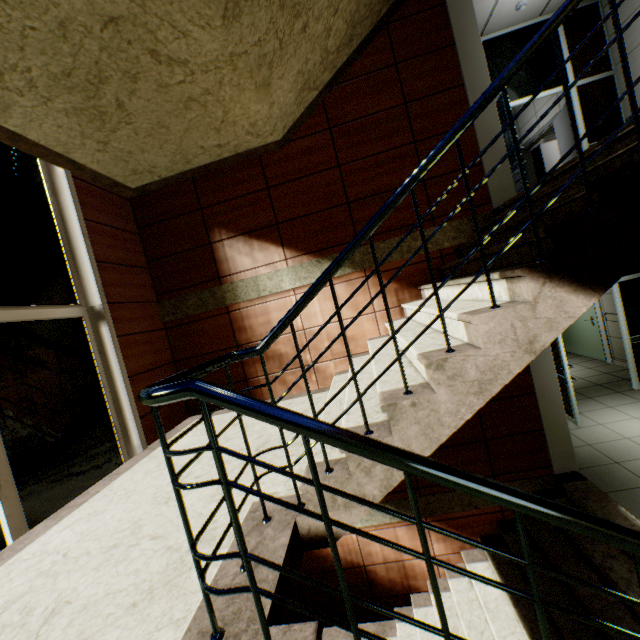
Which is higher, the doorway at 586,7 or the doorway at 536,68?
the doorway at 586,7

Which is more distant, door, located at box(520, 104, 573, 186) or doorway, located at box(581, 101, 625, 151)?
door, located at box(520, 104, 573, 186)

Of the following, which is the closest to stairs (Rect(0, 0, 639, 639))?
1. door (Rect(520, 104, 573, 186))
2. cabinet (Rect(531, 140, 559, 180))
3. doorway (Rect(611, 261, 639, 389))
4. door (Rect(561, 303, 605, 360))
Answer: doorway (Rect(611, 261, 639, 389))

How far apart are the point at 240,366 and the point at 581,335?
8.4 meters

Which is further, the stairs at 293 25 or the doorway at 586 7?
the doorway at 586 7

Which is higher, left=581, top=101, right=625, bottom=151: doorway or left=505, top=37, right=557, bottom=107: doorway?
left=505, top=37, right=557, bottom=107: doorway

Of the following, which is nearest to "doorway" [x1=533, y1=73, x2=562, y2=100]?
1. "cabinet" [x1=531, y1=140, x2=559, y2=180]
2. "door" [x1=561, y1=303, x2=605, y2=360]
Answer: "door" [x1=561, y1=303, x2=605, y2=360]

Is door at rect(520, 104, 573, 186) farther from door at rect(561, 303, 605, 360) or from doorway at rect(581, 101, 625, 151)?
door at rect(561, 303, 605, 360)
